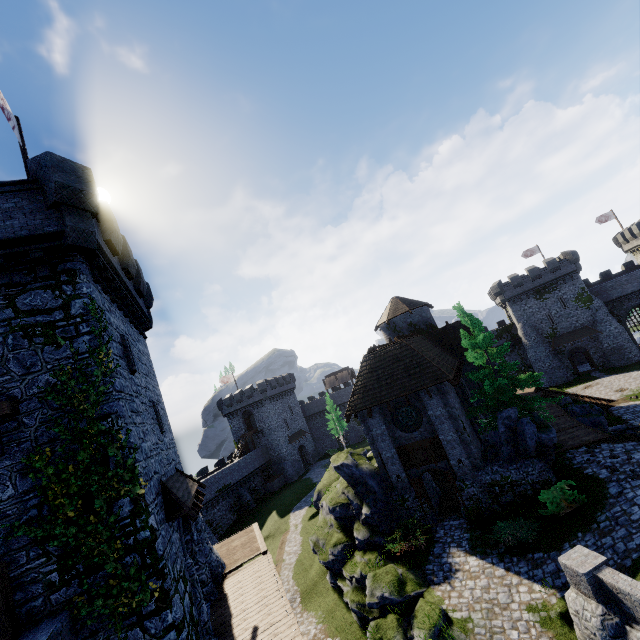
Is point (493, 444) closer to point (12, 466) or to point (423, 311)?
point (423, 311)

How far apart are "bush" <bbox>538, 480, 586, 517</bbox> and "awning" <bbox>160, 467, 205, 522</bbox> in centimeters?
1474cm

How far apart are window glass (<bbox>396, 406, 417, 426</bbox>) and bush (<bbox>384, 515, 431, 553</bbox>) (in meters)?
4.87

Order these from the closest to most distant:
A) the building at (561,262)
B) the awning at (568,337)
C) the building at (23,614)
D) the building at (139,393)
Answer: the building at (23,614) < the building at (139,393) < the awning at (568,337) < the building at (561,262)

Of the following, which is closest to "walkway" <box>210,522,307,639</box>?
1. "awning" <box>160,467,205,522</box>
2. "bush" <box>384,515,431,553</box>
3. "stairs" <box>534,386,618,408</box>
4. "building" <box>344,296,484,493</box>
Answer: "awning" <box>160,467,205,522</box>

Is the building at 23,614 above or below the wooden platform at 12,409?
below

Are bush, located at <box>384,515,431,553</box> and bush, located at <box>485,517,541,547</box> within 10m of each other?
yes

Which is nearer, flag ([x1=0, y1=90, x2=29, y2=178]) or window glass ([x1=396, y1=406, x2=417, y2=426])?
flag ([x1=0, y1=90, x2=29, y2=178])
